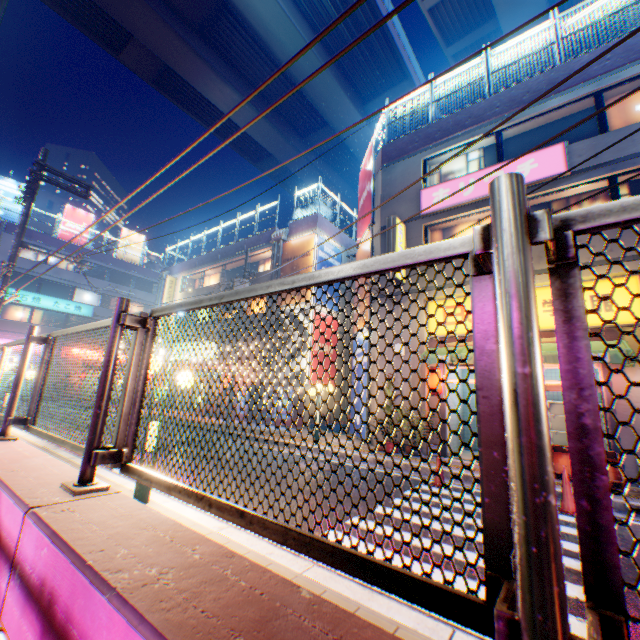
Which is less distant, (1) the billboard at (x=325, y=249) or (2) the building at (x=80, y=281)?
(1) the billboard at (x=325, y=249)

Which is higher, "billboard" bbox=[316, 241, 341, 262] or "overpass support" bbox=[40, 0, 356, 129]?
"overpass support" bbox=[40, 0, 356, 129]

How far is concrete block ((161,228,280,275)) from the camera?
22.6m

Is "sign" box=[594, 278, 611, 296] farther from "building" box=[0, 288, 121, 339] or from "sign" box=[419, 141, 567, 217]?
"building" box=[0, 288, 121, 339]

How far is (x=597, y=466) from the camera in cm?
80

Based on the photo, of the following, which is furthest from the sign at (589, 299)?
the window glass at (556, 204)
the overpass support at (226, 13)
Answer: the overpass support at (226, 13)

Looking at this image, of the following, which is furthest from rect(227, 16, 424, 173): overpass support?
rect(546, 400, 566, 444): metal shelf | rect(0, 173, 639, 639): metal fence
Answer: rect(546, 400, 566, 444): metal shelf

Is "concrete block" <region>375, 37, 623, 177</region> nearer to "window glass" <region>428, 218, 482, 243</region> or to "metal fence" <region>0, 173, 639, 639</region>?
"metal fence" <region>0, 173, 639, 639</region>
